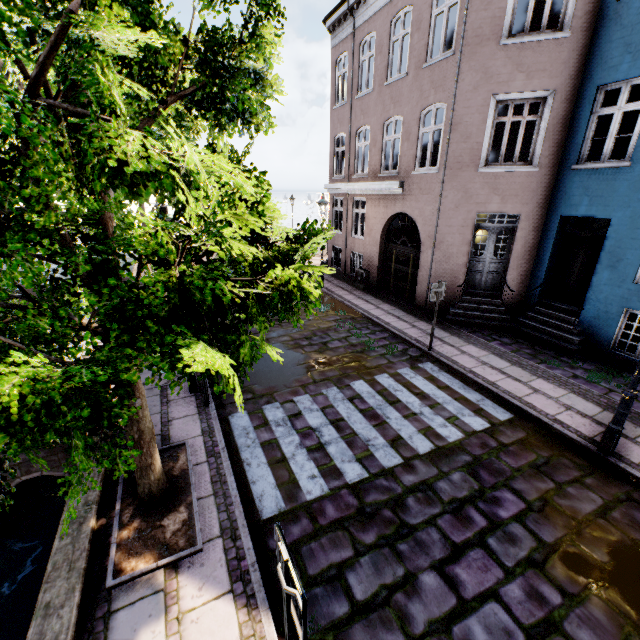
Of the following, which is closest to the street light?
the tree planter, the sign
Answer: the sign

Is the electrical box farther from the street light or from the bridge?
the street light

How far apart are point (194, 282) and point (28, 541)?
7.8m

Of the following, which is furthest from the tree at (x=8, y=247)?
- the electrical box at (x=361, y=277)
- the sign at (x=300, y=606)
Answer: the electrical box at (x=361, y=277)

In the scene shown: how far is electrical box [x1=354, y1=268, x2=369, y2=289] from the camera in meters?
14.1 m

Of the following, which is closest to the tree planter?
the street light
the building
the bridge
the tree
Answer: the tree

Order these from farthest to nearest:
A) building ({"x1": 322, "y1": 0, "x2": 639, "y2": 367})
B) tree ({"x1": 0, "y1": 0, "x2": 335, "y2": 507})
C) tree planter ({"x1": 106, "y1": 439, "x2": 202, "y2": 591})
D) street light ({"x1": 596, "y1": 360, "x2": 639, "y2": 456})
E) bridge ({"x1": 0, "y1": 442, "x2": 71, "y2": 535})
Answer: building ({"x1": 322, "y1": 0, "x2": 639, "y2": 367}) → bridge ({"x1": 0, "y1": 442, "x2": 71, "y2": 535}) → street light ({"x1": 596, "y1": 360, "x2": 639, "y2": 456}) → tree planter ({"x1": 106, "y1": 439, "x2": 202, "y2": 591}) → tree ({"x1": 0, "y1": 0, "x2": 335, "y2": 507})

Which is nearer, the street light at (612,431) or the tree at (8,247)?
the tree at (8,247)
